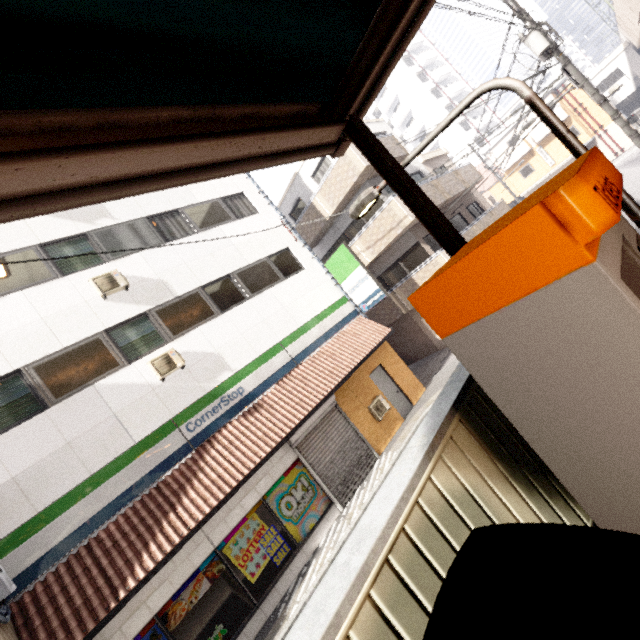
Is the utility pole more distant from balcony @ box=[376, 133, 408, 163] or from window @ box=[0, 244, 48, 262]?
window @ box=[0, 244, 48, 262]

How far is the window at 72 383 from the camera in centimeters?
738cm

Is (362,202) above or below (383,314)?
above

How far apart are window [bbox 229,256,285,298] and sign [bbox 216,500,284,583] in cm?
605

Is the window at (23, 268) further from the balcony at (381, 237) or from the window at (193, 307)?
the balcony at (381, 237)

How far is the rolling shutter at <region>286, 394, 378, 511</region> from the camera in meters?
9.4

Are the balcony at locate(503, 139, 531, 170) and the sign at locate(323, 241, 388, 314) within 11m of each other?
no

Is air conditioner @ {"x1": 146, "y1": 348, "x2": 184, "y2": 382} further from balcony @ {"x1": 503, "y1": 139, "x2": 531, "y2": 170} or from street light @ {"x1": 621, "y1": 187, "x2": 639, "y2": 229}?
balcony @ {"x1": 503, "y1": 139, "x2": 531, "y2": 170}
